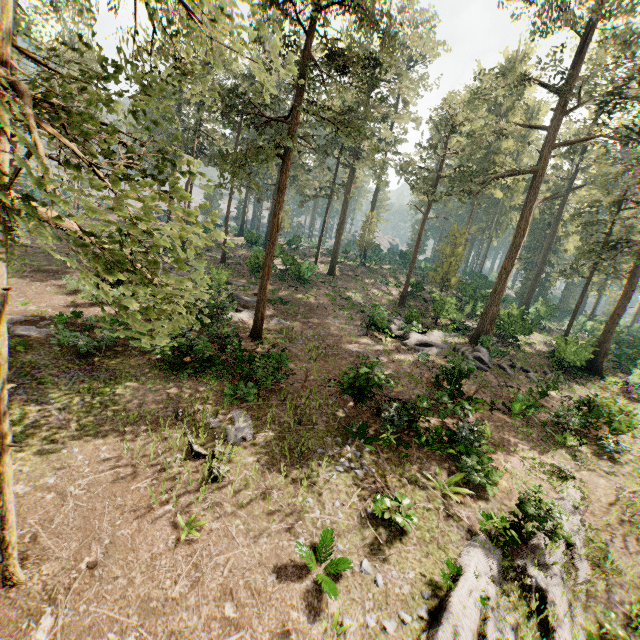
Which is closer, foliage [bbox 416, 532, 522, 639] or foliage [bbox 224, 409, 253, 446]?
foliage [bbox 416, 532, 522, 639]

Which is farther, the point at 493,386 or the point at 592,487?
the point at 493,386

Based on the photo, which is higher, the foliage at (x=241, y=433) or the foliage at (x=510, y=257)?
the foliage at (x=510, y=257)

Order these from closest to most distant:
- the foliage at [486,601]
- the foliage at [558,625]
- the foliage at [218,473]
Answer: the foliage at [486,601], the foliage at [558,625], the foliage at [218,473]

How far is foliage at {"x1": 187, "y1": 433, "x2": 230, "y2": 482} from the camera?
9.8m
